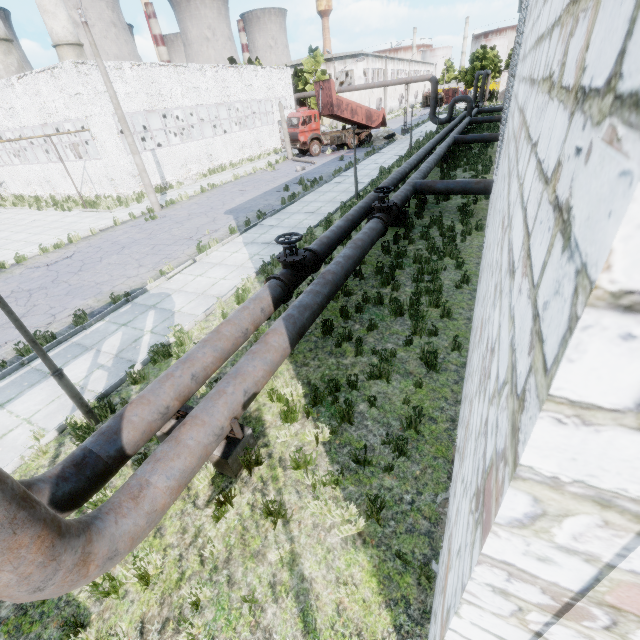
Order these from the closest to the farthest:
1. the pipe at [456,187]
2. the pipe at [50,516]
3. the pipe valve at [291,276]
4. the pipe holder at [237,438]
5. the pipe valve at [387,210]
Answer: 1. the pipe at [50,516]
2. the pipe holder at [237,438]
3. the pipe valve at [291,276]
4. the pipe valve at [387,210]
5. the pipe at [456,187]

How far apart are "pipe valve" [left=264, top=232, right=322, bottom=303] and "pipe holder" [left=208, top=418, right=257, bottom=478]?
3.0m

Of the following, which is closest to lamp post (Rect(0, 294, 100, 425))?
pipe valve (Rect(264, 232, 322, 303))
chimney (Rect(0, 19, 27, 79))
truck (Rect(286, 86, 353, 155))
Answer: pipe valve (Rect(264, 232, 322, 303))

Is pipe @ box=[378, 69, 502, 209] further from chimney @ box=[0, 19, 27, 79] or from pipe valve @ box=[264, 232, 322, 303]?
chimney @ box=[0, 19, 27, 79]

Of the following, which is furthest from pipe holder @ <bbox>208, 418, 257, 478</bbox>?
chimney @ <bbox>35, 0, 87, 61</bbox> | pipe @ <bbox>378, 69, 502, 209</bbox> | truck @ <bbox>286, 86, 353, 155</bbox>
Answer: chimney @ <bbox>35, 0, 87, 61</bbox>

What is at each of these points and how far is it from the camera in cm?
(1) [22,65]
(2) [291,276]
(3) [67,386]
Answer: (1) chimney, 3092
(2) pipe valve, 747
(3) lamp post, 540

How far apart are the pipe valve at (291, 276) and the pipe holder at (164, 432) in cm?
299
